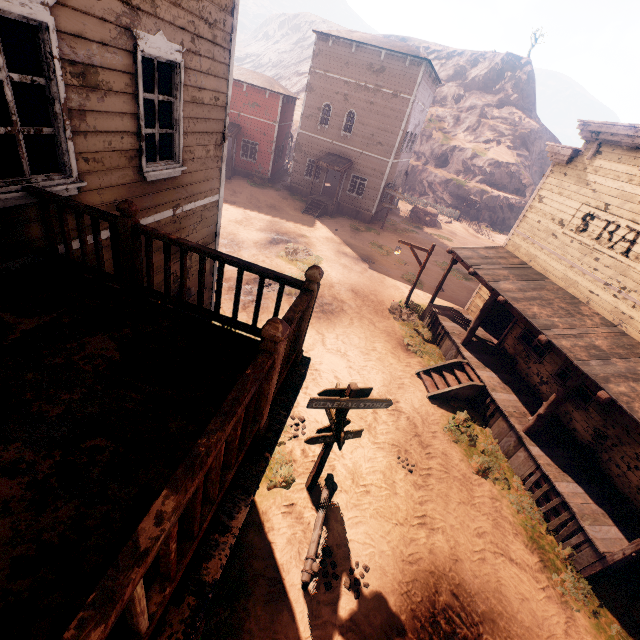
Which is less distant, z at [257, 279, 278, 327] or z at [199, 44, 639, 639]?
z at [199, 44, 639, 639]

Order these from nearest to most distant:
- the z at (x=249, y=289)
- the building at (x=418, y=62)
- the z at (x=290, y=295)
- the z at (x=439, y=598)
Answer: the z at (x=439, y=598), the z at (x=249, y=289), the z at (x=290, y=295), the building at (x=418, y=62)

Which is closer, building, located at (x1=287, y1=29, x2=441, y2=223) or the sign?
the sign

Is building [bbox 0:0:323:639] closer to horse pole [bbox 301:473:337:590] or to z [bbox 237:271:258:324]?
z [bbox 237:271:258:324]

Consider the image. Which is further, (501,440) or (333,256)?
(333,256)

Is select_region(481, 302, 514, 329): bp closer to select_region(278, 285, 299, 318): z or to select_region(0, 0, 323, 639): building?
select_region(0, 0, 323, 639): building

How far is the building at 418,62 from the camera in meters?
21.8 m

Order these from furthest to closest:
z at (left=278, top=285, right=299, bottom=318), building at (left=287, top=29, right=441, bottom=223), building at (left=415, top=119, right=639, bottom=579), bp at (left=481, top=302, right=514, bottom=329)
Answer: building at (left=287, top=29, right=441, bottom=223), bp at (left=481, top=302, right=514, bottom=329), z at (left=278, top=285, right=299, bottom=318), building at (left=415, top=119, right=639, bottom=579)
